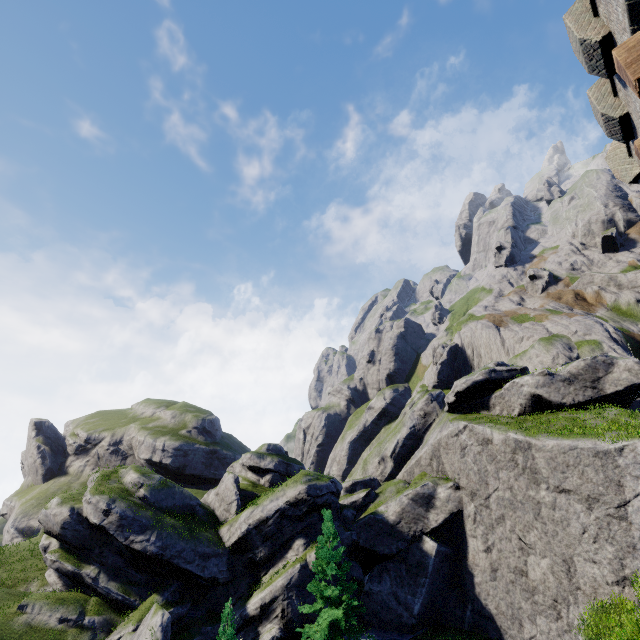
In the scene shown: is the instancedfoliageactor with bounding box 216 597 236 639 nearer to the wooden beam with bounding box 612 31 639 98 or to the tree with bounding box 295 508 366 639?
the tree with bounding box 295 508 366 639

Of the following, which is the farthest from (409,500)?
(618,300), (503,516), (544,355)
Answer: (618,300)

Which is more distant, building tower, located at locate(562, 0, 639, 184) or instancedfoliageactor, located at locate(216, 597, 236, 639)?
instancedfoliageactor, located at locate(216, 597, 236, 639)

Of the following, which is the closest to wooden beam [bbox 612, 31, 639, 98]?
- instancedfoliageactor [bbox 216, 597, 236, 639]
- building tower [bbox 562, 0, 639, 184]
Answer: building tower [bbox 562, 0, 639, 184]

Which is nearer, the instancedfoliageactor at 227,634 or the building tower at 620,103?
the building tower at 620,103

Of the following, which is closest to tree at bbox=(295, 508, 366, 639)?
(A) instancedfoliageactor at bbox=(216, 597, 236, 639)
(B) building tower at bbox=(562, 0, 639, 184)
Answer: (A) instancedfoliageactor at bbox=(216, 597, 236, 639)

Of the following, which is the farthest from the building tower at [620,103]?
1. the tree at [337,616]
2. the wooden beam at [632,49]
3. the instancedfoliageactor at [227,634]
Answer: the tree at [337,616]
